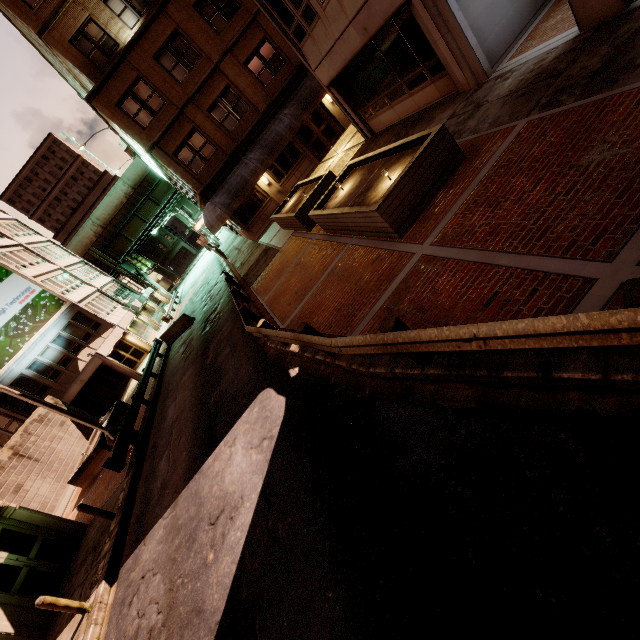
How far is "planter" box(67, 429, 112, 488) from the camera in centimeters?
1688cm

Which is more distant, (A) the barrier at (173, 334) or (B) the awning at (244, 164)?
(A) the barrier at (173, 334)

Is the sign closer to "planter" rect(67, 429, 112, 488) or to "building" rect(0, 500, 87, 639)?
"building" rect(0, 500, 87, 639)

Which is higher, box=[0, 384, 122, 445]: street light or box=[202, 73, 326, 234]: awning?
box=[202, 73, 326, 234]: awning

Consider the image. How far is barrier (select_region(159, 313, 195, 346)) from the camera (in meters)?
23.61

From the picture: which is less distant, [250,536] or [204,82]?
[250,536]

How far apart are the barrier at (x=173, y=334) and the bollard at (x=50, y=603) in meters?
16.8

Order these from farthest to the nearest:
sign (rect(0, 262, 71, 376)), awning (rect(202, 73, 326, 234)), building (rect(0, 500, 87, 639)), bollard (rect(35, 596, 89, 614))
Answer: sign (rect(0, 262, 71, 376)), awning (rect(202, 73, 326, 234)), building (rect(0, 500, 87, 639)), bollard (rect(35, 596, 89, 614))
